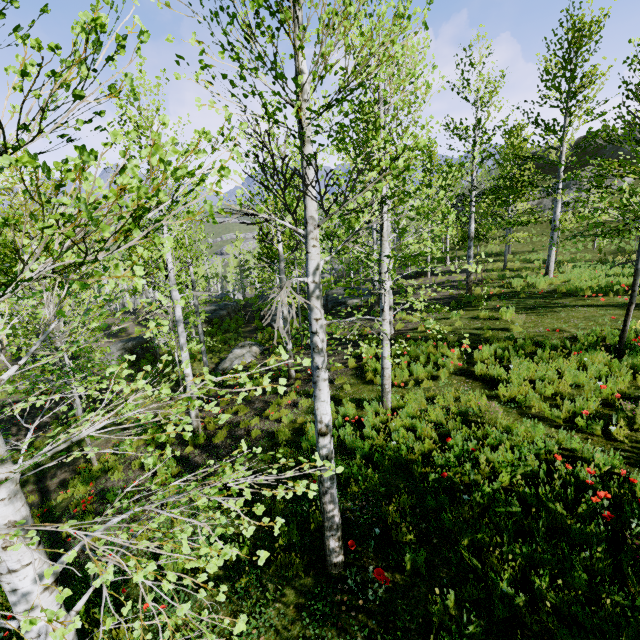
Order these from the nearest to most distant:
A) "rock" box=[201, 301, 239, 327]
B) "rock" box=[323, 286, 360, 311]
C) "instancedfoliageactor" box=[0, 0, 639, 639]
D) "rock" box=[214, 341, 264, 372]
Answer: "instancedfoliageactor" box=[0, 0, 639, 639]
"rock" box=[214, 341, 264, 372]
"rock" box=[323, 286, 360, 311]
"rock" box=[201, 301, 239, 327]

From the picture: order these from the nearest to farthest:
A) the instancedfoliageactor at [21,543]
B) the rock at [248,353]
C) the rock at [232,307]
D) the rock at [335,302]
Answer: the instancedfoliageactor at [21,543]
the rock at [248,353]
the rock at [335,302]
the rock at [232,307]

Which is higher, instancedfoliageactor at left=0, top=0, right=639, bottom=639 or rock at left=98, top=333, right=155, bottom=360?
instancedfoliageactor at left=0, top=0, right=639, bottom=639

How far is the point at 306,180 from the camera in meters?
3.3 m

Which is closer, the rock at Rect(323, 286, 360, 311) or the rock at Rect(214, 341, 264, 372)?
the rock at Rect(214, 341, 264, 372)

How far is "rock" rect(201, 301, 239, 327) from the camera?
28.2 meters

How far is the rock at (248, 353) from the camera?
16.3m
